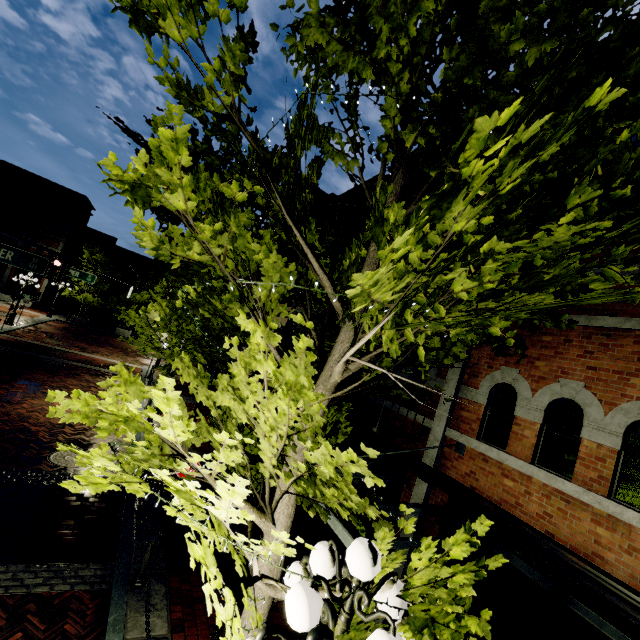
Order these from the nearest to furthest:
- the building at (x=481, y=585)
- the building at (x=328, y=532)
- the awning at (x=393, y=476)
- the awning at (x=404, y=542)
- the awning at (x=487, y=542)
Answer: the awning at (x=487, y=542) → the awning at (x=404, y=542) → the building at (x=481, y=585) → the awning at (x=393, y=476) → the building at (x=328, y=532)

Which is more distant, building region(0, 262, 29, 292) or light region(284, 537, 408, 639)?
building region(0, 262, 29, 292)

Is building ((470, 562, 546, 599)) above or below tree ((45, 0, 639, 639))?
below

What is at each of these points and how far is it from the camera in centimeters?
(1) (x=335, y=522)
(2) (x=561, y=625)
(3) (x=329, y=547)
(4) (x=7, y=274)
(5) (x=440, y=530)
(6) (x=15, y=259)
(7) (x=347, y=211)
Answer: (1) awning, 414cm
(2) building, 436cm
(3) light, 255cm
(4) building, 3148cm
(5) building, 602cm
(6) sign, 853cm
(7) building, 1319cm

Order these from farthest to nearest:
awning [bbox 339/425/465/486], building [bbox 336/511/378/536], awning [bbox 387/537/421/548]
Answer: building [bbox 336/511/378/536], awning [bbox 339/425/465/486], awning [bbox 387/537/421/548]

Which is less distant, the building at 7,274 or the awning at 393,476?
the awning at 393,476

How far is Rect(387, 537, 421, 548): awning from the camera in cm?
412

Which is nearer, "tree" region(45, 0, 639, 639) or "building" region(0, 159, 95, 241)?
"tree" region(45, 0, 639, 639)
